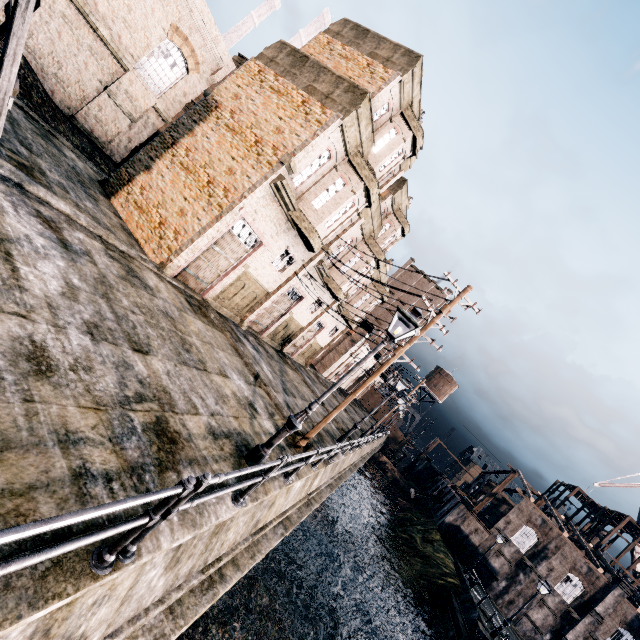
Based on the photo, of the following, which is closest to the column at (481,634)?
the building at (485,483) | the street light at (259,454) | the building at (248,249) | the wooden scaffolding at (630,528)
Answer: the building at (485,483)

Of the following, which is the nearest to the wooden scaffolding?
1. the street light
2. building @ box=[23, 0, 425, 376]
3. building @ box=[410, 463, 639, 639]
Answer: building @ box=[410, 463, 639, 639]

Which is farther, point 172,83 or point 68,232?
point 172,83

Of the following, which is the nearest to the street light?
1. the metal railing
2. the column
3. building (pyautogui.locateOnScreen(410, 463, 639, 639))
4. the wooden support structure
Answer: the metal railing

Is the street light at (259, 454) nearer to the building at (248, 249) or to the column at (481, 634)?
the building at (248, 249)

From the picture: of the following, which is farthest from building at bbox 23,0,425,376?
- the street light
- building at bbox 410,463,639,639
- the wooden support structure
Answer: building at bbox 410,463,639,639

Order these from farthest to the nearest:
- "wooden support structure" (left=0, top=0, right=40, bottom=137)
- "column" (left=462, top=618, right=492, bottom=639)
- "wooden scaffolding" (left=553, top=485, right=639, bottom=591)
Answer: "wooden scaffolding" (left=553, top=485, right=639, bottom=591) < "column" (left=462, top=618, right=492, bottom=639) < "wooden support structure" (left=0, top=0, right=40, bottom=137)

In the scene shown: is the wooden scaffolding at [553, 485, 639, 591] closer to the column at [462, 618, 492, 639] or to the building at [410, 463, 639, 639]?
the building at [410, 463, 639, 639]
